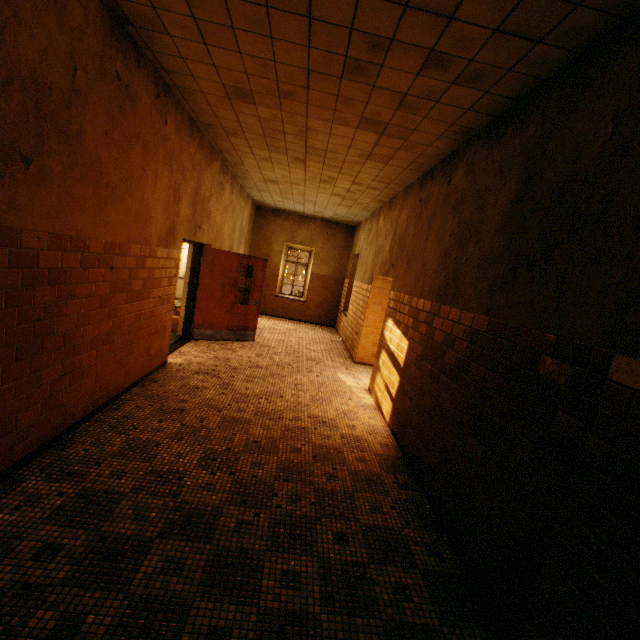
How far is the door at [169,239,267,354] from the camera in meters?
7.0 m

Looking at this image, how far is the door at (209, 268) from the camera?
7.04m

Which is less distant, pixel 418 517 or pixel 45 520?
pixel 45 520
